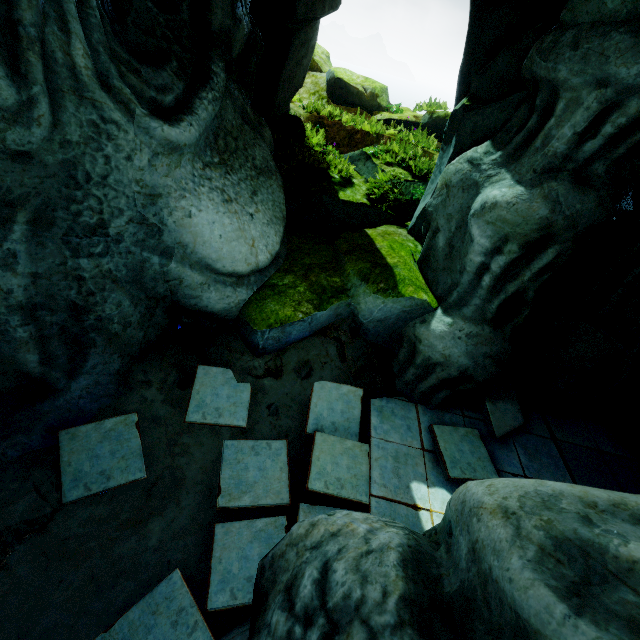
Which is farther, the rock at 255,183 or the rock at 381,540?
the rock at 255,183

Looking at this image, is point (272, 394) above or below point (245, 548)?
above

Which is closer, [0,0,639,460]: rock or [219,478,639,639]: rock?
[219,478,639,639]: rock
